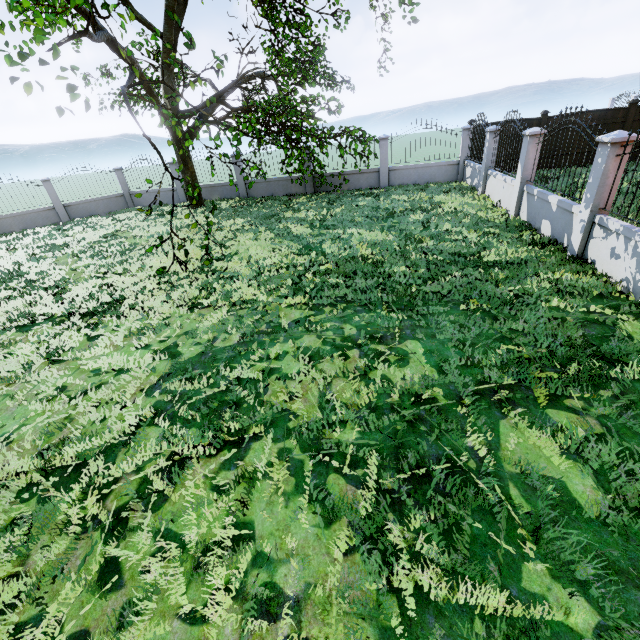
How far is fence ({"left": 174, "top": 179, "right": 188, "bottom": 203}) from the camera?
18.2 meters

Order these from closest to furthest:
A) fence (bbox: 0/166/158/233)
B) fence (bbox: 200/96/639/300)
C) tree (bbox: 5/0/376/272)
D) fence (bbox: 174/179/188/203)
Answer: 1. fence (bbox: 200/96/639/300)
2. tree (bbox: 5/0/376/272)
3. fence (bbox: 0/166/158/233)
4. fence (bbox: 174/179/188/203)

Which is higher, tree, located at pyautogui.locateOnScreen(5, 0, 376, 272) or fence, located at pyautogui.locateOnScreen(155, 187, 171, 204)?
tree, located at pyautogui.locateOnScreen(5, 0, 376, 272)

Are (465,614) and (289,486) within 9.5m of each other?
yes

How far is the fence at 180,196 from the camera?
18.16m
